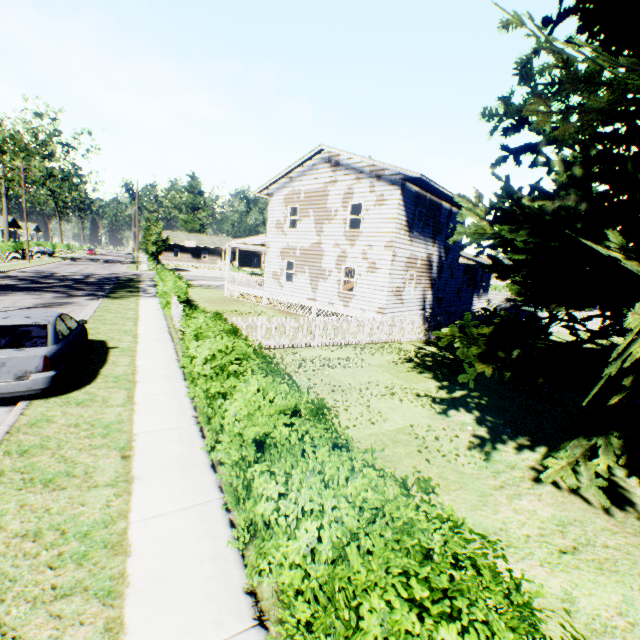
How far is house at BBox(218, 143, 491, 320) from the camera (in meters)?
16.92

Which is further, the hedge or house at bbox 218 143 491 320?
house at bbox 218 143 491 320

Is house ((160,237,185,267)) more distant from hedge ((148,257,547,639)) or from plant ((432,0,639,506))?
hedge ((148,257,547,639))

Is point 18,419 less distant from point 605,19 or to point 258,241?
point 605,19

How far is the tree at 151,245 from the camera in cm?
4500

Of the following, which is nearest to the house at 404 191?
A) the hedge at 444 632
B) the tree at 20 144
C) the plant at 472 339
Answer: the plant at 472 339

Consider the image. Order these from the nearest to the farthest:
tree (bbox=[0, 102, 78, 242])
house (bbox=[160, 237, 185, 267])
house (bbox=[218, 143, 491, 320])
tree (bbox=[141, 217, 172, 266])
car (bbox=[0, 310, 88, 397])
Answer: car (bbox=[0, 310, 88, 397]) < house (bbox=[218, 143, 491, 320]) < tree (bbox=[0, 102, 78, 242]) < tree (bbox=[141, 217, 172, 266]) < house (bbox=[160, 237, 185, 267])

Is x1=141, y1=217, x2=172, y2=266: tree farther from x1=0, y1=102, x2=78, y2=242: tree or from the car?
the car
